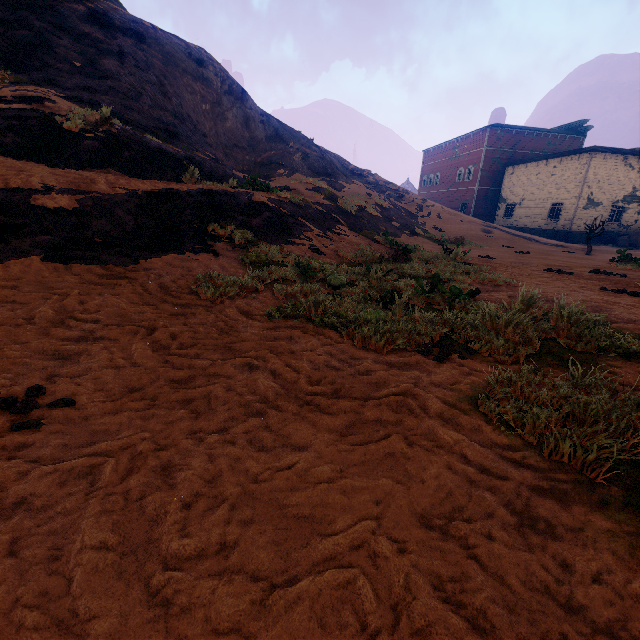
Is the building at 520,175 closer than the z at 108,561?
No

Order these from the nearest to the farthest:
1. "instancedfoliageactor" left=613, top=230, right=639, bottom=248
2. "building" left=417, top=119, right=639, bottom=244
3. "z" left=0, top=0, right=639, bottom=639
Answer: "z" left=0, top=0, right=639, bottom=639 → "instancedfoliageactor" left=613, top=230, right=639, bottom=248 → "building" left=417, top=119, right=639, bottom=244

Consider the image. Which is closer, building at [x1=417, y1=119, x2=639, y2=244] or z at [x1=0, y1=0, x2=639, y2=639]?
z at [x1=0, y1=0, x2=639, y2=639]

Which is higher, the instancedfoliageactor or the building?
the building

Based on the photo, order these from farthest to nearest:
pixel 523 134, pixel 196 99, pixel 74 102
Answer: pixel 523 134 → pixel 196 99 → pixel 74 102

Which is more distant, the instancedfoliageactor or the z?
the instancedfoliageactor

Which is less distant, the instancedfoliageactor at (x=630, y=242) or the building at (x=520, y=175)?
the instancedfoliageactor at (x=630, y=242)

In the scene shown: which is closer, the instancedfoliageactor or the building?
the instancedfoliageactor
